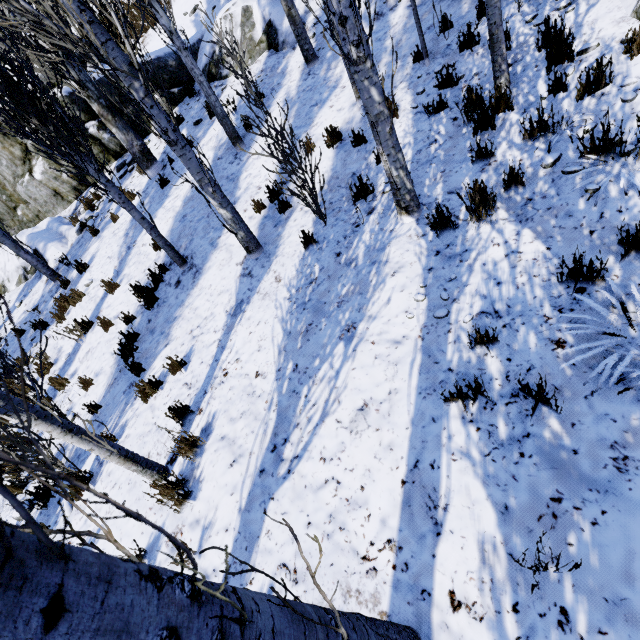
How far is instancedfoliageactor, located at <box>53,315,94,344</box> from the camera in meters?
7.1

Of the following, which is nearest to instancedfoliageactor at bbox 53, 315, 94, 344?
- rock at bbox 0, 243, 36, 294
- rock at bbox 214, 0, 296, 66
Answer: rock at bbox 0, 243, 36, 294

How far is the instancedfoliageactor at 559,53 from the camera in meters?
3.8

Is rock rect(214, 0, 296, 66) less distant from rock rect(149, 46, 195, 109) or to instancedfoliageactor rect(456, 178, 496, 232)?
rock rect(149, 46, 195, 109)

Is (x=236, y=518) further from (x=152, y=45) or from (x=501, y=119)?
(x=152, y=45)
